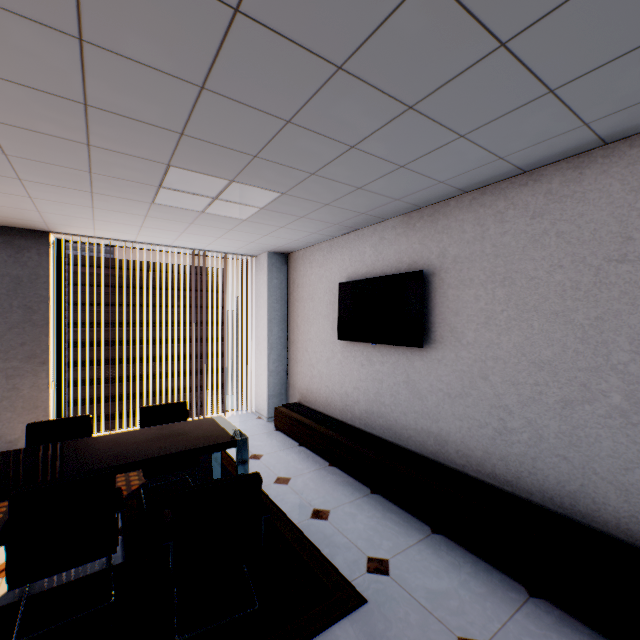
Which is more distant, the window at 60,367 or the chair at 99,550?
the window at 60,367

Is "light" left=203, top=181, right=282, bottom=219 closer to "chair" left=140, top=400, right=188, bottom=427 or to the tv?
the tv

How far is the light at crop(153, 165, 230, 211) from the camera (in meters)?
2.65

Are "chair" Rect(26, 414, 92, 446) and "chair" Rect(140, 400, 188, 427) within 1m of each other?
yes

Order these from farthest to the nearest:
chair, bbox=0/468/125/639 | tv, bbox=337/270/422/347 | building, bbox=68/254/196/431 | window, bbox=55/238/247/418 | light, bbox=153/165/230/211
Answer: building, bbox=68/254/196/431 < window, bbox=55/238/247/418 < tv, bbox=337/270/422/347 < light, bbox=153/165/230/211 < chair, bbox=0/468/125/639

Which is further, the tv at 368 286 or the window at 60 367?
the window at 60 367

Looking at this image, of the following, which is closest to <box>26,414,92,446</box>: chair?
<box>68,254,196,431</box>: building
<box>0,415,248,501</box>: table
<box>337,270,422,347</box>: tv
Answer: <box>0,415,248,501</box>: table

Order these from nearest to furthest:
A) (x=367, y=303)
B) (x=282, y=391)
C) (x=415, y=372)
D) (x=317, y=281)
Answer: (x=415, y=372)
(x=367, y=303)
(x=317, y=281)
(x=282, y=391)
